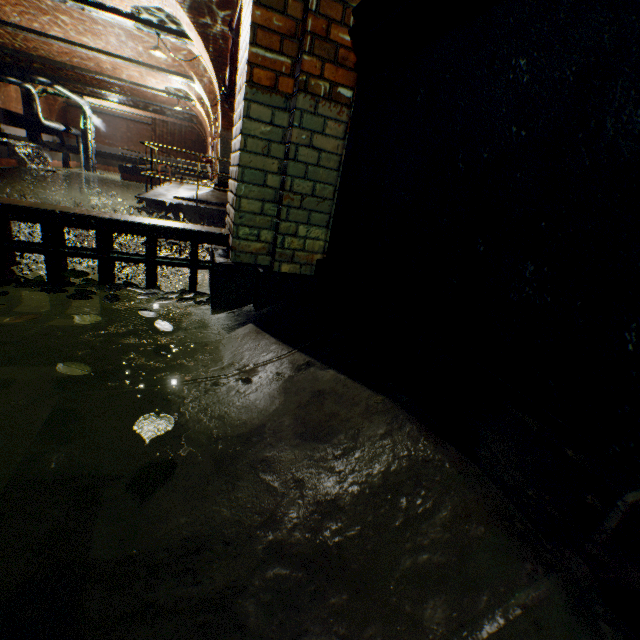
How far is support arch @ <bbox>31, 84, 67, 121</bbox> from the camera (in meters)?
25.69

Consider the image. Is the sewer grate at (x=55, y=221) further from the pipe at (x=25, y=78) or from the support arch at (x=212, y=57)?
the pipe at (x=25, y=78)

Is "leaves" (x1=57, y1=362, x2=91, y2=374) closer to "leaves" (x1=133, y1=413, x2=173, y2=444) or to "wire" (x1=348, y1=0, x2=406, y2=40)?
"leaves" (x1=133, y1=413, x2=173, y2=444)

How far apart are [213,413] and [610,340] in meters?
1.4 m

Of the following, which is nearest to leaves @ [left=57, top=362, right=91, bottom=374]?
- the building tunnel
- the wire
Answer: Result: the building tunnel

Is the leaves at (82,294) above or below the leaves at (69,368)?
above

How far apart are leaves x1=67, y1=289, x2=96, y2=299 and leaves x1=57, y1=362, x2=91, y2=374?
0.8m

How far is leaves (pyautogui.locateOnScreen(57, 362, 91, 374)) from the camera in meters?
1.4
